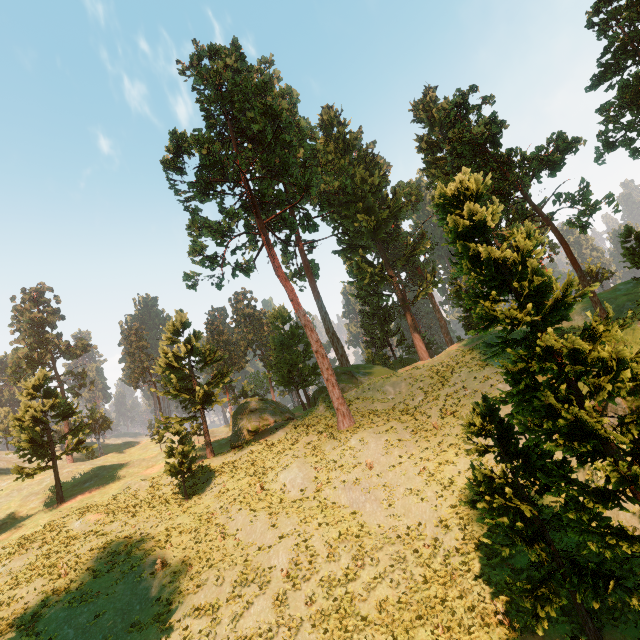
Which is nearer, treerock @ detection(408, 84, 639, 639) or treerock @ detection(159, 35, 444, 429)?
treerock @ detection(408, 84, 639, 639)

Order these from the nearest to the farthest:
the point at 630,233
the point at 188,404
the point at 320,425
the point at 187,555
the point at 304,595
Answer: the point at 304,595
the point at 187,555
the point at 630,233
the point at 320,425
the point at 188,404

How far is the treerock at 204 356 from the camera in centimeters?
2775cm

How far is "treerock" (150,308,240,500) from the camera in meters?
A: 27.8 m

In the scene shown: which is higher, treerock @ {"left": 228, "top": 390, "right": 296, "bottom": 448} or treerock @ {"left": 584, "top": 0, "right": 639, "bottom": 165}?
treerock @ {"left": 584, "top": 0, "right": 639, "bottom": 165}
